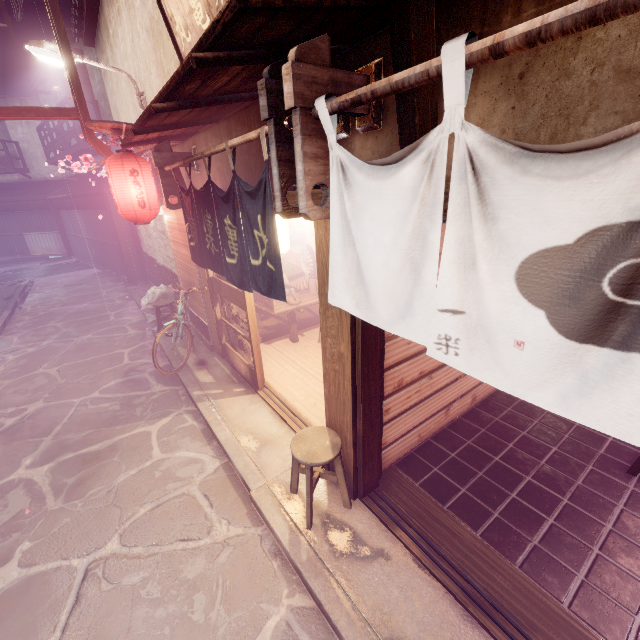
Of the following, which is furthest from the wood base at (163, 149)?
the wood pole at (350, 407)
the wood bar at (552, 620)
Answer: the wood bar at (552, 620)

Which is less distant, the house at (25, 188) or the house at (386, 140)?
the house at (386, 140)

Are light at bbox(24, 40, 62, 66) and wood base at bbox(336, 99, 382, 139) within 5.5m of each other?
no

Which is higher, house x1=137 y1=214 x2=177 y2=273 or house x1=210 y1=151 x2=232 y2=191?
house x1=210 y1=151 x2=232 y2=191

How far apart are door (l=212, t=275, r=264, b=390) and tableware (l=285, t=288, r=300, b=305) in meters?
2.0

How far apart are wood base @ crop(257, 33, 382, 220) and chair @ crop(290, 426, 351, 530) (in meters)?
3.75

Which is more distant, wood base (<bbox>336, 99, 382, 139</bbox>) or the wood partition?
the wood partition

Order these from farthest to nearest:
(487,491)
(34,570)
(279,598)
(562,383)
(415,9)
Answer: (487,491) → (34,570) → (279,598) → (415,9) → (562,383)
